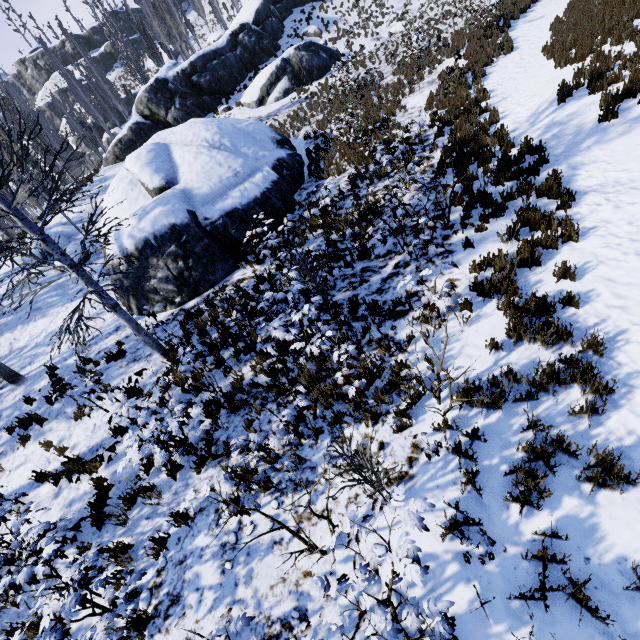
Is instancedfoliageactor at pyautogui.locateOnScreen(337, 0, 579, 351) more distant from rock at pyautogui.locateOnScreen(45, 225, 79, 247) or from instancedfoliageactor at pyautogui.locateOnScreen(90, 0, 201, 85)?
rock at pyautogui.locateOnScreen(45, 225, 79, 247)

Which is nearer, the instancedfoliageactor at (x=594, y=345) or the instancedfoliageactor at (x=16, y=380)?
the instancedfoliageactor at (x=594, y=345)

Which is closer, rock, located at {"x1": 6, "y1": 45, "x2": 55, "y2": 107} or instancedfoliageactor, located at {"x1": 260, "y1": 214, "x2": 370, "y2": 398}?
instancedfoliageactor, located at {"x1": 260, "y1": 214, "x2": 370, "y2": 398}

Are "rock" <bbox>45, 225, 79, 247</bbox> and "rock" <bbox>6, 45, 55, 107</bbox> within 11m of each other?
no

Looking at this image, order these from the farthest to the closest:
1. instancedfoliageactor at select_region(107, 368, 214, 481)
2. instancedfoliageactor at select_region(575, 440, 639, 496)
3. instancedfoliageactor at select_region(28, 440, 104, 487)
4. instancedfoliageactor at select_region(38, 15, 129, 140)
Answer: instancedfoliageactor at select_region(38, 15, 129, 140), instancedfoliageactor at select_region(28, 440, 104, 487), instancedfoliageactor at select_region(107, 368, 214, 481), instancedfoliageactor at select_region(575, 440, 639, 496)

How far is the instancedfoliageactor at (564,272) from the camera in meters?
5.0 m

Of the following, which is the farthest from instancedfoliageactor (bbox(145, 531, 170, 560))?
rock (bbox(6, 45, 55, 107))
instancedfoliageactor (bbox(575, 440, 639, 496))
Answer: rock (bbox(6, 45, 55, 107))

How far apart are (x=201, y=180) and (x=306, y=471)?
10.1m
